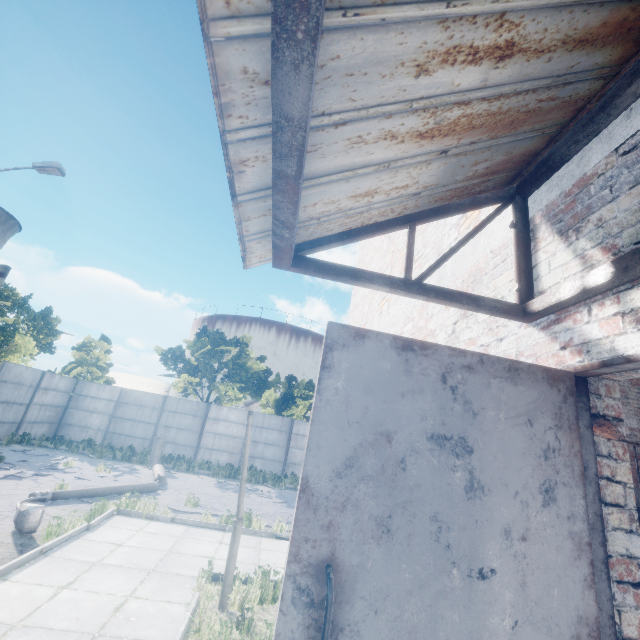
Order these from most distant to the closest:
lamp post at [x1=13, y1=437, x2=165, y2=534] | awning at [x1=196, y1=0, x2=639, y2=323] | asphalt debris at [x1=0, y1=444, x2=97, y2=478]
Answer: asphalt debris at [x1=0, y1=444, x2=97, y2=478], lamp post at [x1=13, y1=437, x2=165, y2=534], awning at [x1=196, y1=0, x2=639, y2=323]

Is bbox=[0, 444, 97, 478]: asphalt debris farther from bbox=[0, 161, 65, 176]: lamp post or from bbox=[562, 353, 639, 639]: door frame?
bbox=[562, 353, 639, 639]: door frame

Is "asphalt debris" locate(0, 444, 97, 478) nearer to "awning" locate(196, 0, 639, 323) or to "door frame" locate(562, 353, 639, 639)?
"awning" locate(196, 0, 639, 323)

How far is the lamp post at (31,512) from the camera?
6.4 meters

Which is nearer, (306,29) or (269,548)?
(306,29)

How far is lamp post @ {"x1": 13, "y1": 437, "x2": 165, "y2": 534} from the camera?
6.4 meters

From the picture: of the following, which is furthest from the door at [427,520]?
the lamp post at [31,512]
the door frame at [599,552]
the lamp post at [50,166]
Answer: the lamp post at [50,166]

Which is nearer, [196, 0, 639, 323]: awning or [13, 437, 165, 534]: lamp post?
[196, 0, 639, 323]: awning
